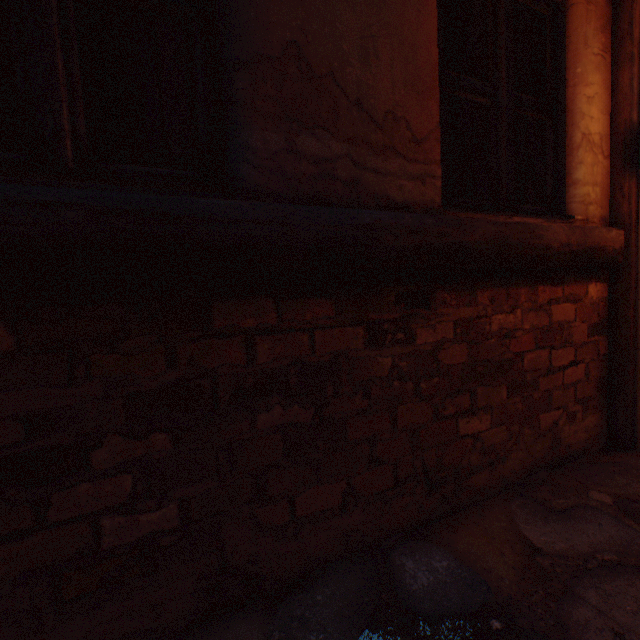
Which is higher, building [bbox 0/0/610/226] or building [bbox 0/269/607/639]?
building [bbox 0/0/610/226]

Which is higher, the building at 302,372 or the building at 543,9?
the building at 543,9

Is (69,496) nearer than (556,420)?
Yes

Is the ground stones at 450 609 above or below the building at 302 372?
below

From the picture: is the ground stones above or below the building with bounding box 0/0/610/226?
below
